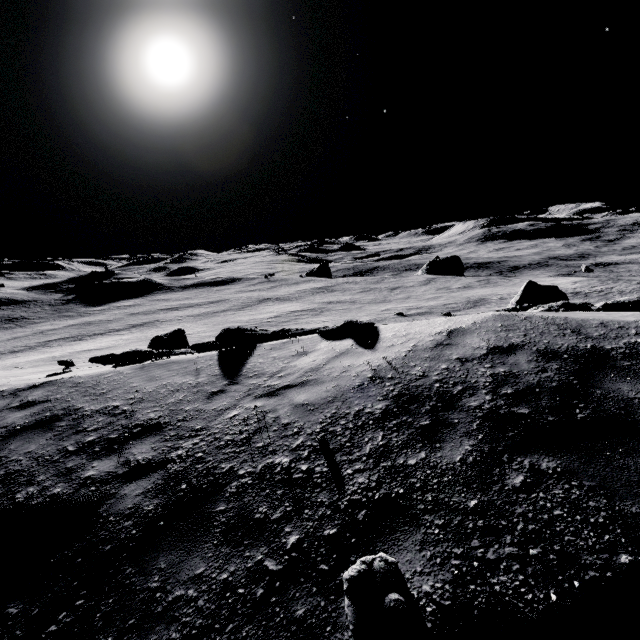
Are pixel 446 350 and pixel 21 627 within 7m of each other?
yes
